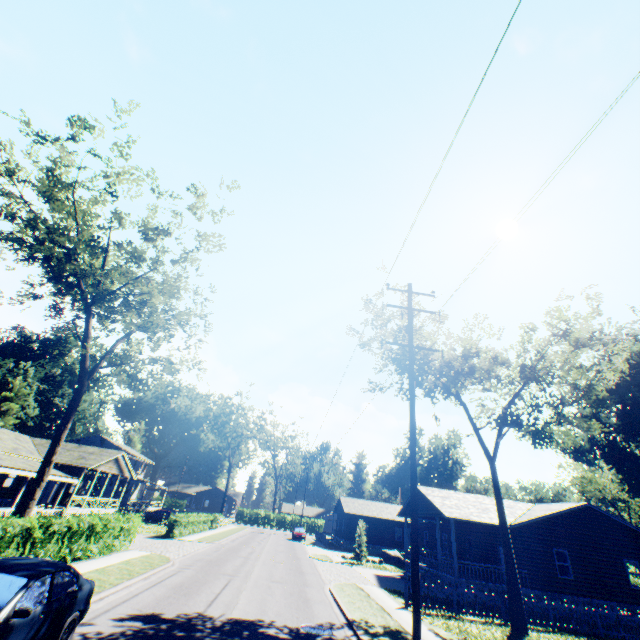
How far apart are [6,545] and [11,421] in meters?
51.9 m

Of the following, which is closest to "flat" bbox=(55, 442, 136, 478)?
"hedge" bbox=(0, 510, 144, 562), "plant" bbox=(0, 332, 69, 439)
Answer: "plant" bbox=(0, 332, 69, 439)

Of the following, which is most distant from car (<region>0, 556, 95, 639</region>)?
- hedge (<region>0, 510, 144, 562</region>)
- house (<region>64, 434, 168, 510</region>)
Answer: house (<region>64, 434, 168, 510</region>)

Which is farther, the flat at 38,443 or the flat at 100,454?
the flat at 100,454

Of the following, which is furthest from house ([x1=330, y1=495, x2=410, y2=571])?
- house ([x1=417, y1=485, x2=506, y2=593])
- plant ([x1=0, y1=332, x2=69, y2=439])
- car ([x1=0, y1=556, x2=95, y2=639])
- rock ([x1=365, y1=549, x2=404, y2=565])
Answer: plant ([x1=0, y1=332, x2=69, y2=439])

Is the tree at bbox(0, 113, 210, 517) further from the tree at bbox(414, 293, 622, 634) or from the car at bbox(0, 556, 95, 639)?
the tree at bbox(414, 293, 622, 634)

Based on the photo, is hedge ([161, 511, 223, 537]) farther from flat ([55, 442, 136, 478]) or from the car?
Answer: the car

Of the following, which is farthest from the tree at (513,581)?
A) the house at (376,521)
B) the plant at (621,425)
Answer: the house at (376,521)
